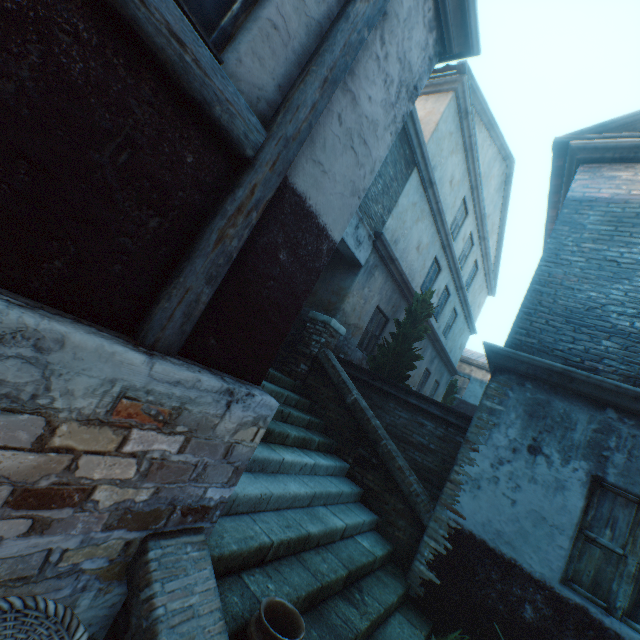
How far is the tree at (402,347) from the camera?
8.12m

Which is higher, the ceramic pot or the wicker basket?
the wicker basket

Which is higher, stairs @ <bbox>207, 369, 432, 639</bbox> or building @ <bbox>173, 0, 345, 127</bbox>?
building @ <bbox>173, 0, 345, 127</bbox>

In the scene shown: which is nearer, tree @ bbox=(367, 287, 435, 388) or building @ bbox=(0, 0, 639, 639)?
building @ bbox=(0, 0, 639, 639)

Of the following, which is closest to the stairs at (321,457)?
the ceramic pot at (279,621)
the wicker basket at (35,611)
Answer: the ceramic pot at (279,621)

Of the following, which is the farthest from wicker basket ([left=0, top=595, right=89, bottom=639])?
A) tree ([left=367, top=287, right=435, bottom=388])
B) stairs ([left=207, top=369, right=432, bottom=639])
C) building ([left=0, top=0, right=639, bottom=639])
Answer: tree ([left=367, top=287, right=435, bottom=388])

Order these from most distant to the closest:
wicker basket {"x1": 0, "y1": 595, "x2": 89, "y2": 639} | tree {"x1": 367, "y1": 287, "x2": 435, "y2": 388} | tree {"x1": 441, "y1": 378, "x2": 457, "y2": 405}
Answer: tree {"x1": 441, "y1": 378, "x2": 457, "y2": 405} < tree {"x1": 367, "y1": 287, "x2": 435, "y2": 388} < wicker basket {"x1": 0, "y1": 595, "x2": 89, "y2": 639}

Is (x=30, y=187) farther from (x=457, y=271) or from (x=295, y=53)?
(x=457, y=271)
